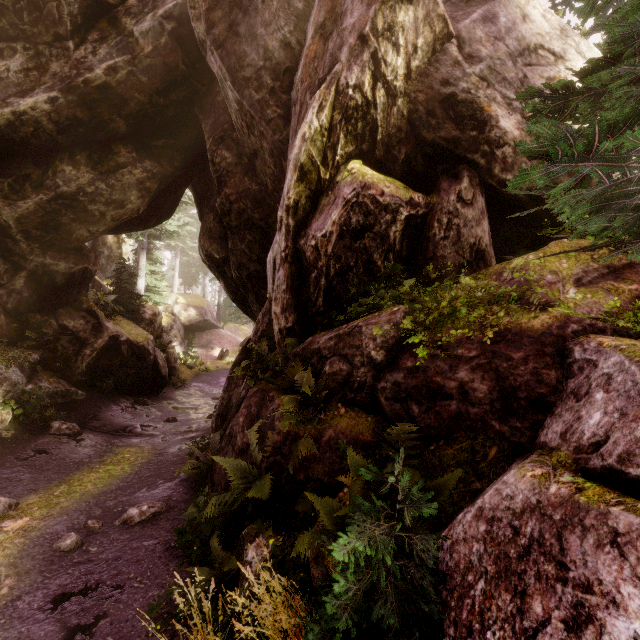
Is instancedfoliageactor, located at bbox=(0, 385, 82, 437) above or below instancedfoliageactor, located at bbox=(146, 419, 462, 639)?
below

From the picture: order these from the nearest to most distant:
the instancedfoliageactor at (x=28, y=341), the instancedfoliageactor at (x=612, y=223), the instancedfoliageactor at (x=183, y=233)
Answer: the instancedfoliageactor at (x=612, y=223), the instancedfoliageactor at (x=28, y=341), the instancedfoliageactor at (x=183, y=233)

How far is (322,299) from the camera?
5.6m

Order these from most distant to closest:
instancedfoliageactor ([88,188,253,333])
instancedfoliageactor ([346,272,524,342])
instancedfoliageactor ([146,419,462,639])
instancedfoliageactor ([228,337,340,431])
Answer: instancedfoliageactor ([88,188,253,333]) → instancedfoliageactor ([228,337,340,431]) → instancedfoliageactor ([346,272,524,342]) → instancedfoliageactor ([146,419,462,639])

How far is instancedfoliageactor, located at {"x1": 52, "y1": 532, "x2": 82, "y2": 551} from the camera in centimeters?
471cm

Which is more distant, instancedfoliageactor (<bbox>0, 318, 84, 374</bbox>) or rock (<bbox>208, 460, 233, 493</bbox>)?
instancedfoliageactor (<bbox>0, 318, 84, 374</bbox>)

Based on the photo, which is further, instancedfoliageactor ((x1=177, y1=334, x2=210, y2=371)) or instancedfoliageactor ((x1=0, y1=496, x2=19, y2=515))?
instancedfoliageactor ((x1=177, y1=334, x2=210, y2=371))

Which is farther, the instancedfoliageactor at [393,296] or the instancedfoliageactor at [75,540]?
the instancedfoliageactor at [75,540]
